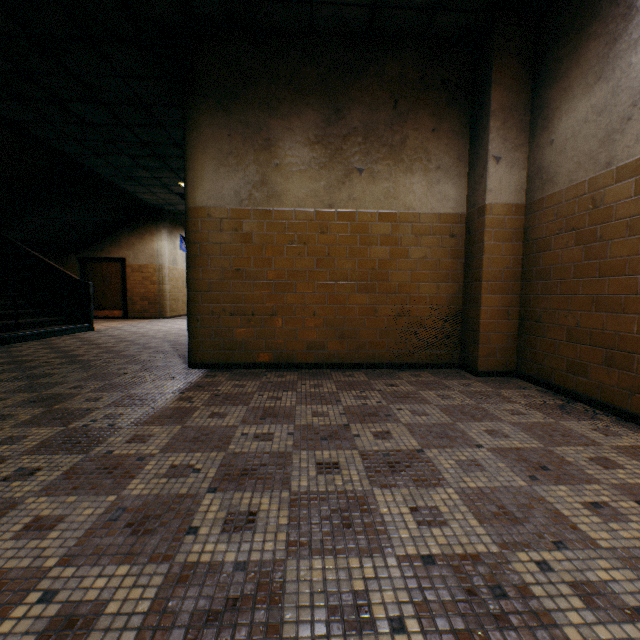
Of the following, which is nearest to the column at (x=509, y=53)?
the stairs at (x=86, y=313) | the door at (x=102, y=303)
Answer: the stairs at (x=86, y=313)

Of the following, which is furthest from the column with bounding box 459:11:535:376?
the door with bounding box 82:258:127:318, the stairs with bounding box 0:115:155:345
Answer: the door with bounding box 82:258:127:318

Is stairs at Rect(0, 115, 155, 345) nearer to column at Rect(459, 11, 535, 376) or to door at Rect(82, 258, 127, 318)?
door at Rect(82, 258, 127, 318)

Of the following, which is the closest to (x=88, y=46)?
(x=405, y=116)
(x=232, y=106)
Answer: (x=232, y=106)

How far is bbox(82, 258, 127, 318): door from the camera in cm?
1167

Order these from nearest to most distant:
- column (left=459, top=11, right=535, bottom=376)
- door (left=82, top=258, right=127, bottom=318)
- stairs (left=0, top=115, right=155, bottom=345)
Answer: column (left=459, top=11, right=535, bottom=376) → stairs (left=0, top=115, right=155, bottom=345) → door (left=82, top=258, right=127, bottom=318)
